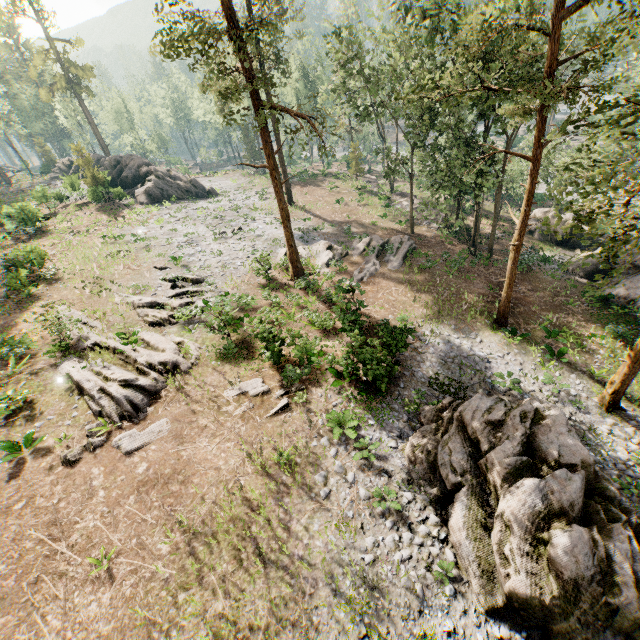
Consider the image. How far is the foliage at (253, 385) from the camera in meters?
15.0

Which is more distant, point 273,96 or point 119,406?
point 273,96

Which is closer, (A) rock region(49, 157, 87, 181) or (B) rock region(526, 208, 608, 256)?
(B) rock region(526, 208, 608, 256)

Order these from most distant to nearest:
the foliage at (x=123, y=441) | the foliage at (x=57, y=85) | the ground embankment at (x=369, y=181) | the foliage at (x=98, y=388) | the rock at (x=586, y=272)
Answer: the foliage at (x=57, y=85) < the ground embankment at (x=369, y=181) < the rock at (x=586, y=272) < the foliage at (x=98, y=388) < the foliage at (x=123, y=441)

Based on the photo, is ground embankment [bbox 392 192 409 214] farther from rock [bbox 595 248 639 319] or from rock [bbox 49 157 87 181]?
rock [bbox 49 157 87 181]

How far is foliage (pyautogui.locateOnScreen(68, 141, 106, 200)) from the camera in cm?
3525

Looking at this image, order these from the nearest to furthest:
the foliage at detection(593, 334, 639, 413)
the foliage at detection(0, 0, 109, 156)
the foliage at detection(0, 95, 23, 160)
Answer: the foliage at detection(593, 334, 639, 413) → the foliage at detection(0, 0, 109, 156) → the foliage at detection(0, 95, 23, 160)
